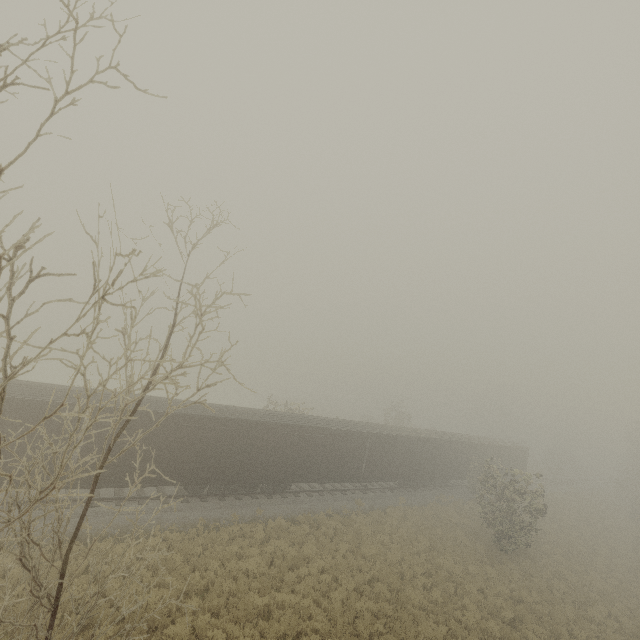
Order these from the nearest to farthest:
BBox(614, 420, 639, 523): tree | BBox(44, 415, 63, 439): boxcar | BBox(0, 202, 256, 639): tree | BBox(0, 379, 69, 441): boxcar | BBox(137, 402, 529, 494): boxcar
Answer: BBox(0, 202, 256, 639): tree
BBox(0, 379, 69, 441): boxcar
BBox(44, 415, 63, 439): boxcar
BBox(137, 402, 529, 494): boxcar
BBox(614, 420, 639, 523): tree

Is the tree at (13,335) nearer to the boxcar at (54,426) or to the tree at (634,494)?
the boxcar at (54,426)

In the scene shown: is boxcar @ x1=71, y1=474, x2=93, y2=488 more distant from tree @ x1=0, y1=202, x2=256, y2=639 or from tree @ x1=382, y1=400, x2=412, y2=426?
tree @ x1=0, y1=202, x2=256, y2=639

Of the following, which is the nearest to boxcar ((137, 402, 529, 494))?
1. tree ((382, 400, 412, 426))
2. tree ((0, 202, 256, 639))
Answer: tree ((382, 400, 412, 426))

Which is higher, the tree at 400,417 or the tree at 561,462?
the tree at 400,417

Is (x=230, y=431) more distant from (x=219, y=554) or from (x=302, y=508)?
(x=302, y=508)
